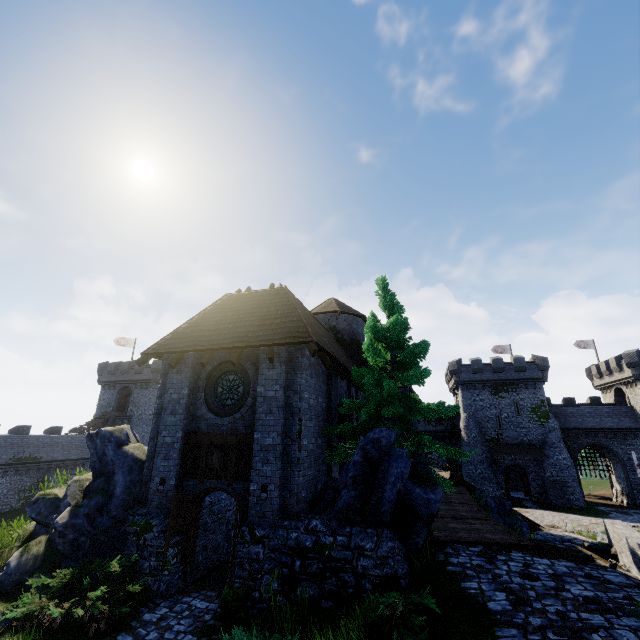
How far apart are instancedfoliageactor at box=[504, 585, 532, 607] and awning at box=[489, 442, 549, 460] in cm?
3794

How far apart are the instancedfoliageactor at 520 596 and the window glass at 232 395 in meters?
8.9

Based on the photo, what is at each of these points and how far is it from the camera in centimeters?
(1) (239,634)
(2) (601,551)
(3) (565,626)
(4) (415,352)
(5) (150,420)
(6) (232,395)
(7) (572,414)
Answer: (1) bush, 618cm
(2) stairs, 939cm
(3) instancedfoliageactor, 548cm
(4) tree, 1239cm
(5) building, 4419cm
(6) window glass, 1178cm
(7) building, 4116cm

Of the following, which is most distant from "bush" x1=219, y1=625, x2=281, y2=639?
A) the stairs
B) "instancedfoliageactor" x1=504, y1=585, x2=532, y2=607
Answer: the stairs

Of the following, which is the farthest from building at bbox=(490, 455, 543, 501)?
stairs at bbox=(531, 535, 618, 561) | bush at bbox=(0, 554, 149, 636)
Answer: bush at bbox=(0, 554, 149, 636)

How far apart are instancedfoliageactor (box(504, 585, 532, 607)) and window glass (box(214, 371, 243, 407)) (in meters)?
8.85

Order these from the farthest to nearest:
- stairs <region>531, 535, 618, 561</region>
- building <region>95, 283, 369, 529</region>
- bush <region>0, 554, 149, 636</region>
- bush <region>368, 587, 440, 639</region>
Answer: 1. building <region>95, 283, 369, 529</region>
2. stairs <region>531, 535, 618, 561</region>
3. bush <region>0, 554, 149, 636</region>
4. bush <region>368, 587, 440, 639</region>

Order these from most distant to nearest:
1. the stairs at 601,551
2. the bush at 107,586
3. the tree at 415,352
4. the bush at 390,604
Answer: the tree at 415,352, the stairs at 601,551, the bush at 107,586, the bush at 390,604
